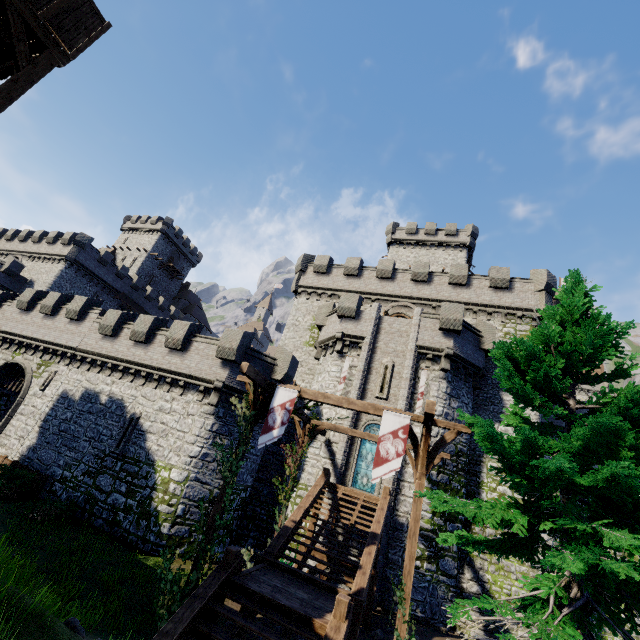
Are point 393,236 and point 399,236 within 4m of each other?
yes

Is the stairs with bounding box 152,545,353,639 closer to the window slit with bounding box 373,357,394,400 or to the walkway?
the walkway

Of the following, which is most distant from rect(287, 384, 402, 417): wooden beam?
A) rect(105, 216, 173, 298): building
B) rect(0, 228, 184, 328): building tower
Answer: rect(105, 216, 173, 298): building

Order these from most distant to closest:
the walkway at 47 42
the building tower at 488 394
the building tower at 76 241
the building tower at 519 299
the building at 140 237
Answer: the building at 140 237
the building tower at 76 241
the building tower at 519 299
the building tower at 488 394
the walkway at 47 42

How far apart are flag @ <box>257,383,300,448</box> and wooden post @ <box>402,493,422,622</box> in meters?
4.2

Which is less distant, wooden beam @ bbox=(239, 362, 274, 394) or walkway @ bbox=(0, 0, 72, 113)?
walkway @ bbox=(0, 0, 72, 113)

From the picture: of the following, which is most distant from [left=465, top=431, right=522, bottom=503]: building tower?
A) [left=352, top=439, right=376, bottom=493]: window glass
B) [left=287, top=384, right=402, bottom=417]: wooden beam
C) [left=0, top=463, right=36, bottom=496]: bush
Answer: [left=287, top=384, right=402, bottom=417]: wooden beam

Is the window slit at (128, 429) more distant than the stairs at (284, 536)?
Yes
